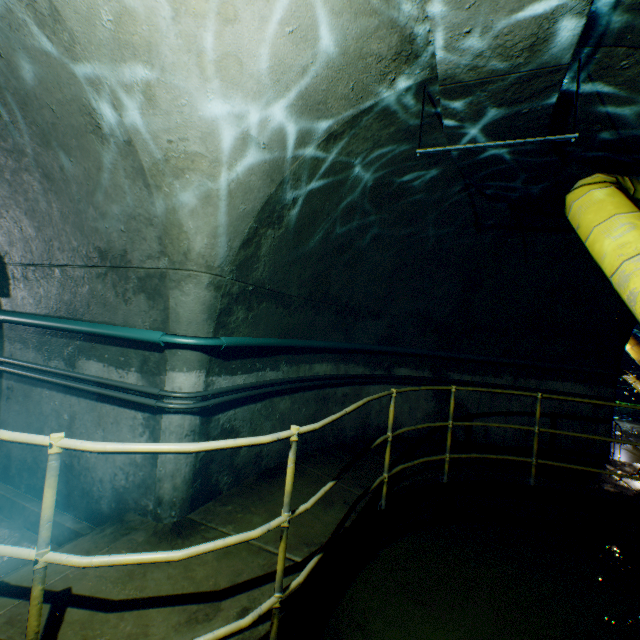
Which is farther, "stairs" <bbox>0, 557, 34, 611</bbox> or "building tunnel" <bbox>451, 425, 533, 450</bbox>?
"building tunnel" <bbox>451, 425, 533, 450</bbox>

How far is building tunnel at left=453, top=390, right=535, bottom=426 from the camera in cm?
604

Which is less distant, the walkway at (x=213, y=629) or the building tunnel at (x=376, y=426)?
the walkway at (x=213, y=629)

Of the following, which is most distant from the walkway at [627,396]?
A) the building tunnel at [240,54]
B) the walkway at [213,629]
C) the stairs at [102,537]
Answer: the stairs at [102,537]

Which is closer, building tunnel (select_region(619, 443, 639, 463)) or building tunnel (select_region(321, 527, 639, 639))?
building tunnel (select_region(321, 527, 639, 639))

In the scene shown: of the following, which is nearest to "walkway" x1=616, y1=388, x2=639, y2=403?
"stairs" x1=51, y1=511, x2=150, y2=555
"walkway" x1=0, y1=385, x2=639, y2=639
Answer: "walkway" x1=0, y1=385, x2=639, y2=639

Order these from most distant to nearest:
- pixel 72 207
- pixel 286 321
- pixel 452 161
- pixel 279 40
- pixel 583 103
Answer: pixel 286 321, pixel 452 161, pixel 72 207, pixel 583 103, pixel 279 40
